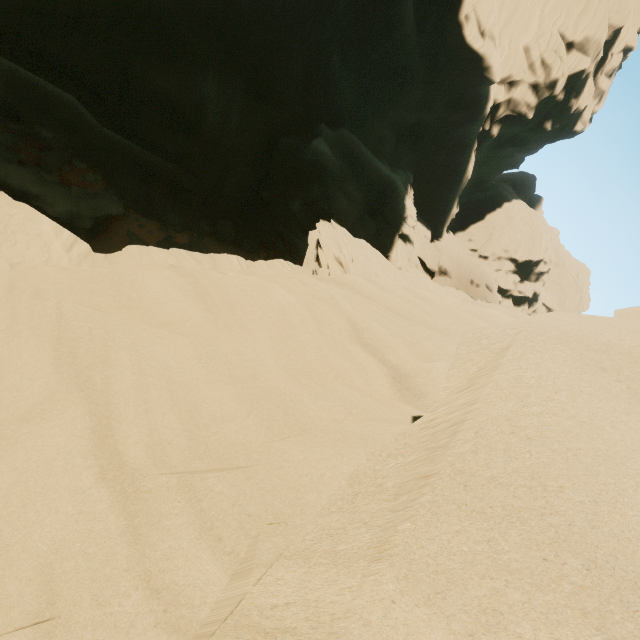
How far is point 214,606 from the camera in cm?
178
